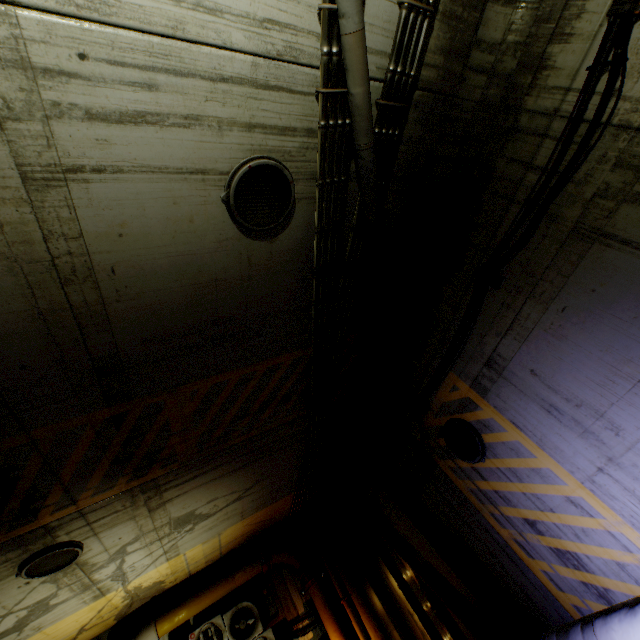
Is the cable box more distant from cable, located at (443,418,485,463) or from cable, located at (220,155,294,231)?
cable, located at (220,155,294,231)

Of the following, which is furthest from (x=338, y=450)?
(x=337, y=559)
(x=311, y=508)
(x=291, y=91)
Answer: (x=291, y=91)

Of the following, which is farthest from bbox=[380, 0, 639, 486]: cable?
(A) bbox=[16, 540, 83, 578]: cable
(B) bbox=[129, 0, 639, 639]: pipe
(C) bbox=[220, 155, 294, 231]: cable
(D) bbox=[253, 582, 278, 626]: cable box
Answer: (A) bbox=[16, 540, 83, 578]: cable

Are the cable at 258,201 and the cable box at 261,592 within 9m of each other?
no

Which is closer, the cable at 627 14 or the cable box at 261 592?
the cable at 627 14

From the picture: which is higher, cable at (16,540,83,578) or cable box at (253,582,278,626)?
cable at (16,540,83,578)

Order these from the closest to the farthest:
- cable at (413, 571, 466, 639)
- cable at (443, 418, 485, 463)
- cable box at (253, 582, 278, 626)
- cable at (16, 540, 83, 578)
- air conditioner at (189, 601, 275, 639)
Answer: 1. cable at (16, 540, 83, 578)
2. cable at (443, 418, 485, 463)
3. cable at (413, 571, 466, 639)
4. air conditioner at (189, 601, 275, 639)
5. cable box at (253, 582, 278, 626)

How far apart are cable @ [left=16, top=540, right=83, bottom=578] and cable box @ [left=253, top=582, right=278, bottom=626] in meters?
5.2
